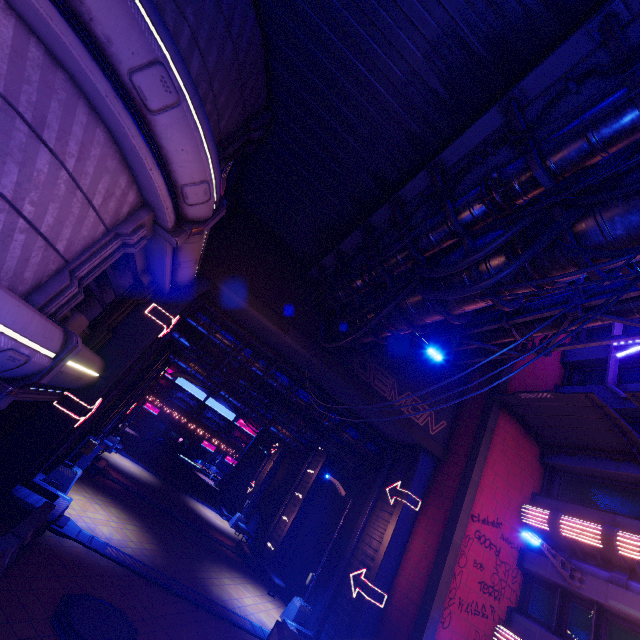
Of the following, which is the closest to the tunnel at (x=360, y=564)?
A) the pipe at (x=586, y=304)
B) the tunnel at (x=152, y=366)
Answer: the pipe at (x=586, y=304)

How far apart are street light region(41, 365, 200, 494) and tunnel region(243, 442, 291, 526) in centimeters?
1711cm

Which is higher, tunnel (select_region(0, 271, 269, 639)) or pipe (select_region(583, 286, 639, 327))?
pipe (select_region(583, 286, 639, 327))

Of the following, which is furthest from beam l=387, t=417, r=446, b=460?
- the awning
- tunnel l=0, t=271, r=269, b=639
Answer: the awning

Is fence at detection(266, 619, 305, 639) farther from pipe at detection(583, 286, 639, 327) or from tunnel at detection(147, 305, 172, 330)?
pipe at detection(583, 286, 639, 327)

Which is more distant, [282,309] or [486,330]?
[486,330]

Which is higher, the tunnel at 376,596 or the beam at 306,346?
the beam at 306,346

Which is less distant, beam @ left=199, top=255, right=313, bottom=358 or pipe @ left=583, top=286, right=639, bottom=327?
pipe @ left=583, top=286, right=639, bottom=327
